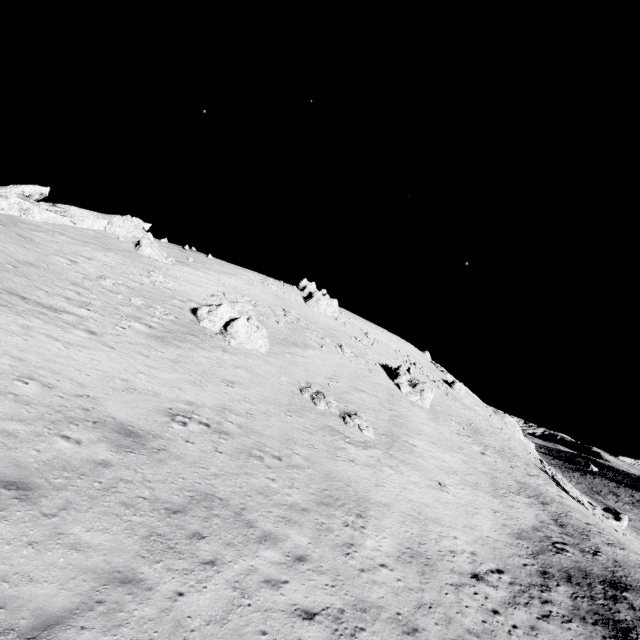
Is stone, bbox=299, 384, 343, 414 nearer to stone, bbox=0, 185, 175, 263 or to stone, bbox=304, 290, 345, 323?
stone, bbox=304, 290, 345, 323

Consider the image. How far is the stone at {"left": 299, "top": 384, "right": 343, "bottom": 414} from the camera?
25.3 meters

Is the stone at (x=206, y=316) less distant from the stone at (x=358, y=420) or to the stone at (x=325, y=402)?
the stone at (x=325, y=402)

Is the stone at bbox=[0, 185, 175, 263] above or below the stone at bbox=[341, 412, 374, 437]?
above

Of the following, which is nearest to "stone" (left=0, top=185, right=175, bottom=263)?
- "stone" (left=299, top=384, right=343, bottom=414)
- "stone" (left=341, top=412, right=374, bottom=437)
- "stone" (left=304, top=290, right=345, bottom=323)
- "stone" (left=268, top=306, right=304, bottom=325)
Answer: "stone" (left=268, top=306, right=304, bottom=325)

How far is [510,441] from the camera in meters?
50.2

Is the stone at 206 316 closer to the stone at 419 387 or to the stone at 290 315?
the stone at 290 315

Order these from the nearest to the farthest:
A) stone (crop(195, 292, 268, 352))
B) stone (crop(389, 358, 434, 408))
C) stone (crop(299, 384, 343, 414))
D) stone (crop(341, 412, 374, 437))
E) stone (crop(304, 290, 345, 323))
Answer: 1. stone (crop(341, 412, 374, 437))
2. stone (crop(299, 384, 343, 414))
3. stone (crop(195, 292, 268, 352))
4. stone (crop(389, 358, 434, 408))
5. stone (crop(304, 290, 345, 323))
